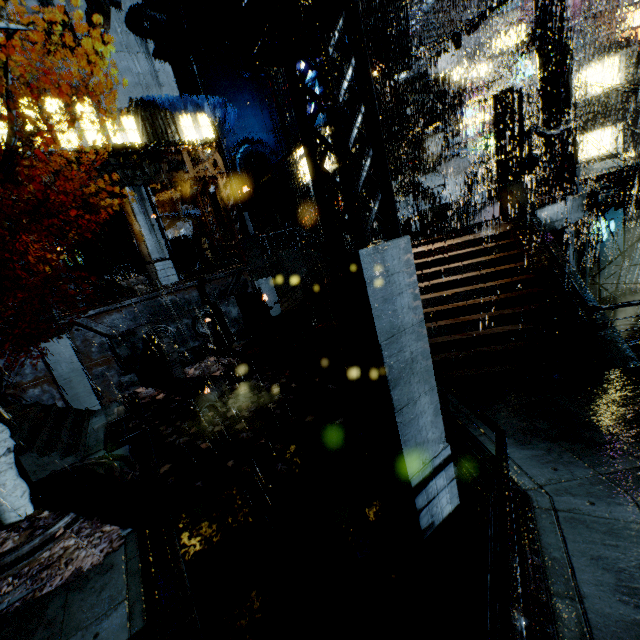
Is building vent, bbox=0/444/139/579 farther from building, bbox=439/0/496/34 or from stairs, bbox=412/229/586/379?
stairs, bbox=412/229/586/379

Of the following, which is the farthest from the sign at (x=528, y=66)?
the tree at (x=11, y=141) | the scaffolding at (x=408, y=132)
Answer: the tree at (x=11, y=141)

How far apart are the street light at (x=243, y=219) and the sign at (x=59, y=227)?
11.6 meters

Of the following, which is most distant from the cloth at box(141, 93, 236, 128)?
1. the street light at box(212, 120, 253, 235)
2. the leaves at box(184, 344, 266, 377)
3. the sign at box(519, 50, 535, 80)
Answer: the sign at box(519, 50, 535, 80)

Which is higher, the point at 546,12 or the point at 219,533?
the point at 546,12

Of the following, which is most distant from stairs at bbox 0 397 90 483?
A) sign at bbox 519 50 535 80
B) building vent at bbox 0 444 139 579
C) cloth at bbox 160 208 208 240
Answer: sign at bbox 519 50 535 80

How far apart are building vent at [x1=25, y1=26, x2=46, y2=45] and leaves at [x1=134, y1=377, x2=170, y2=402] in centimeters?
2069cm

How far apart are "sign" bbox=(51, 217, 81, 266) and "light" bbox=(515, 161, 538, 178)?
25.23m
